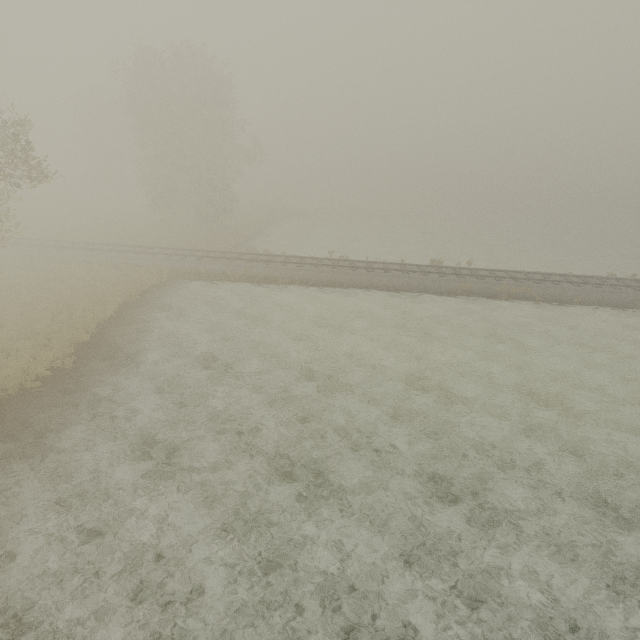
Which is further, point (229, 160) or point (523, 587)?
point (229, 160)
